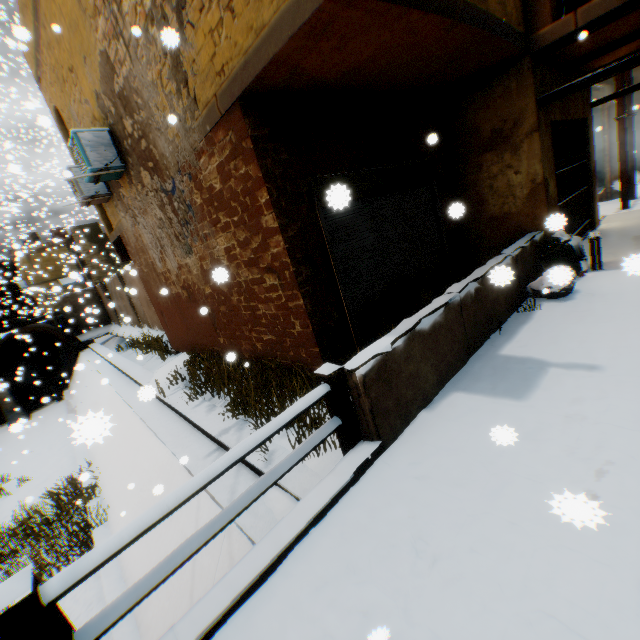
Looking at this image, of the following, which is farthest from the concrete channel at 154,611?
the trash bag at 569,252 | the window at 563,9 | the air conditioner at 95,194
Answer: the window at 563,9

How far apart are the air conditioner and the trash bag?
7.46m

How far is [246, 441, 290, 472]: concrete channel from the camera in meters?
4.2 m

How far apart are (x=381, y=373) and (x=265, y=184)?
2.7m

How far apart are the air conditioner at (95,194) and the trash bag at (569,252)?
7.46m

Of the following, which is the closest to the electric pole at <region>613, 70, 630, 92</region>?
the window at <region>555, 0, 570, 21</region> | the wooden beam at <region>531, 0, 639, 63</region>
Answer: the window at <region>555, 0, 570, 21</region>

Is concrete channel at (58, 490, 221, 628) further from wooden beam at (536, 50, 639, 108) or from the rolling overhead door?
wooden beam at (536, 50, 639, 108)

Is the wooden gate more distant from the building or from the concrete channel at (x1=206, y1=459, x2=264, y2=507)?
the concrete channel at (x1=206, y1=459, x2=264, y2=507)
